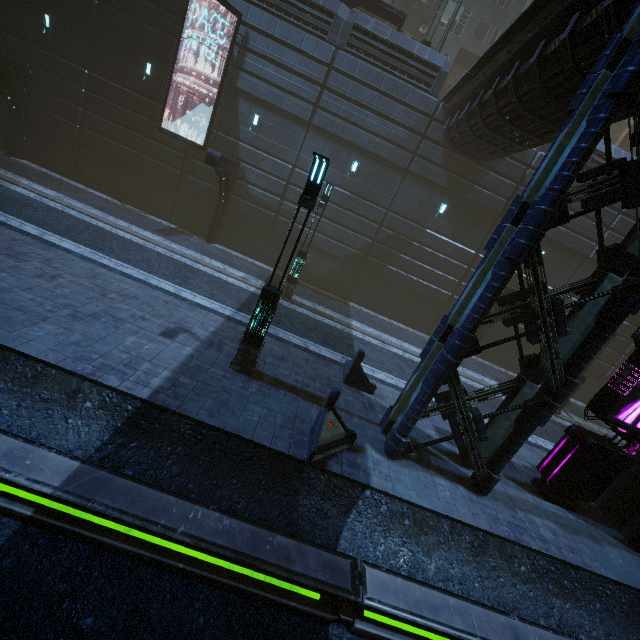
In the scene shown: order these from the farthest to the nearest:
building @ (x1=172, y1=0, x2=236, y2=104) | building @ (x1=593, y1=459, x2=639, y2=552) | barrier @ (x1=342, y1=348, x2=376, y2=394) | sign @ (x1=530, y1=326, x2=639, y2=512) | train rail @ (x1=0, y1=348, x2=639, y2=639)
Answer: building @ (x1=172, y1=0, x2=236, y2=104) → barrier @ (x1=342, y1=348, x2=376, y2=394) → building @ (x1=593, y1=459, x2=639, y2=552) → sign @ (x1=530, y1=326, x2=639, y2=512) → train rail @ (x1=0, y1=348, x2=639, y2=639)

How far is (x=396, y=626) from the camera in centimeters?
549cm

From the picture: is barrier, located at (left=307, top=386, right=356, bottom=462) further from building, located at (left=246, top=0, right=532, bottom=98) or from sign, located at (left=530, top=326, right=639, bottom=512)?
sign, located at (left=530, top=326, right=639, bottom=512)

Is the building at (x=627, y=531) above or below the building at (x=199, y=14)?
below

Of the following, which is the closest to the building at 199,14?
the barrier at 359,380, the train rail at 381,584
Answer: the train rail at 381,584

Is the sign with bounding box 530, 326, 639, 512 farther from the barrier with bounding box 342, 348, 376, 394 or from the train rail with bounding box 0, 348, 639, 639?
the barrier with bounding box 342, 348, 376, 394

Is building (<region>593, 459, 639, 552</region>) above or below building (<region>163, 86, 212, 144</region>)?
below

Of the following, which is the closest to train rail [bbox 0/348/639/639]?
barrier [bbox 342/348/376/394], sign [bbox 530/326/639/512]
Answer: sign [bbox 530/326/639/512]
